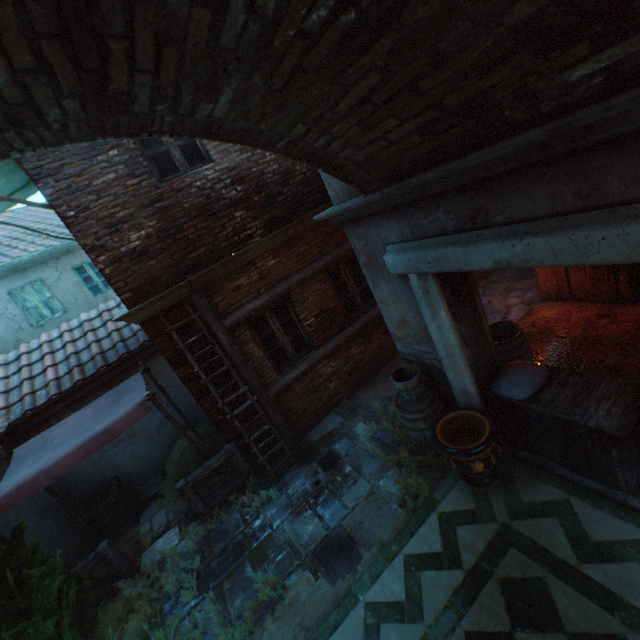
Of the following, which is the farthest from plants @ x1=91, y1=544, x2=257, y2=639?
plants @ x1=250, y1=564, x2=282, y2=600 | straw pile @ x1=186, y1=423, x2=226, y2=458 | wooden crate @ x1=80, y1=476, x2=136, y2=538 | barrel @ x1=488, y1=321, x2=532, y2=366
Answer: barrel @ x1=488, y1=321, x2=532, y2=366

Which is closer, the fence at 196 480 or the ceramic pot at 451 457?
the ceramic pot at 451 457

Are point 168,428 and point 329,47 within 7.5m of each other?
no

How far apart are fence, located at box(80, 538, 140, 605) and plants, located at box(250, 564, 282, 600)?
2.52m

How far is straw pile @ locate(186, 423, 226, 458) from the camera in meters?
7.3

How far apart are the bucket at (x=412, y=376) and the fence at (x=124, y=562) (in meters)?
5.35

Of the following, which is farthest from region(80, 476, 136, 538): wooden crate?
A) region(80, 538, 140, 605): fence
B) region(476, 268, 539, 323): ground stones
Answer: region(476, 268, 539, 323): ground stones

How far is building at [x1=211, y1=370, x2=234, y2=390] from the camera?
5.9m
